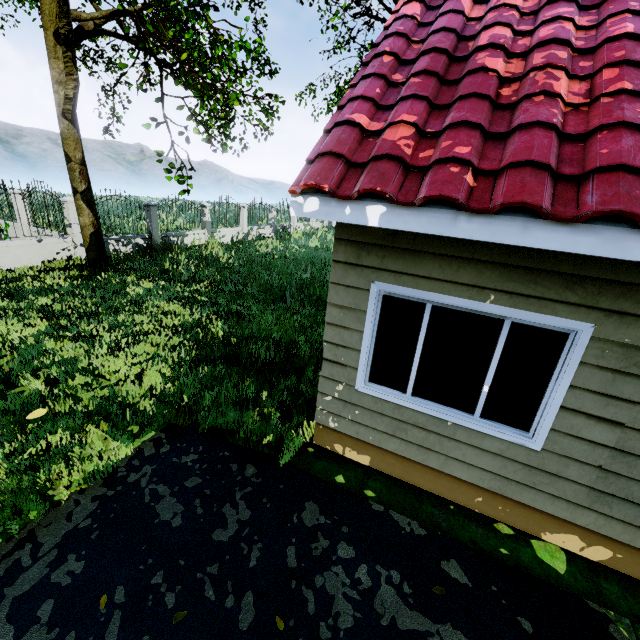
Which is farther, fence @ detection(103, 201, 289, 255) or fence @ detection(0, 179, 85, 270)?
fence @ detection(103, 201, 289, 255)

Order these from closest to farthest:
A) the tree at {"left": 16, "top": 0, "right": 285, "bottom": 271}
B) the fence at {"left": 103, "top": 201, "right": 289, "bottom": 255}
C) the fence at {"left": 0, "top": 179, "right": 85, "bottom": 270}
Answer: the tree at {"left": 16, "top": 0, "right": 285, "bottom": 271}
the fence at {"left": 0, "top": 179, "right": 85, "bottom": 270}
the fence at {"left": 103, "top": 201, "right": 289, "bottom": 255}

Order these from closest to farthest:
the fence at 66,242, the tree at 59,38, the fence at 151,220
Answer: the tree at 59,38 → the fence at 66,242 → the fence at 151,220

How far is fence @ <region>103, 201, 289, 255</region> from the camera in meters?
13.4

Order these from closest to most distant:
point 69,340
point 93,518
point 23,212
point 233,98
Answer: point 93,518
point 233,98
point 69,340
point 23,212

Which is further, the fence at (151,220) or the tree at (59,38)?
the fence at (151,220)

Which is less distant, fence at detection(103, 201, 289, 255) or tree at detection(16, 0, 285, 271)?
tree at detection(16, 0, 285, 271)
